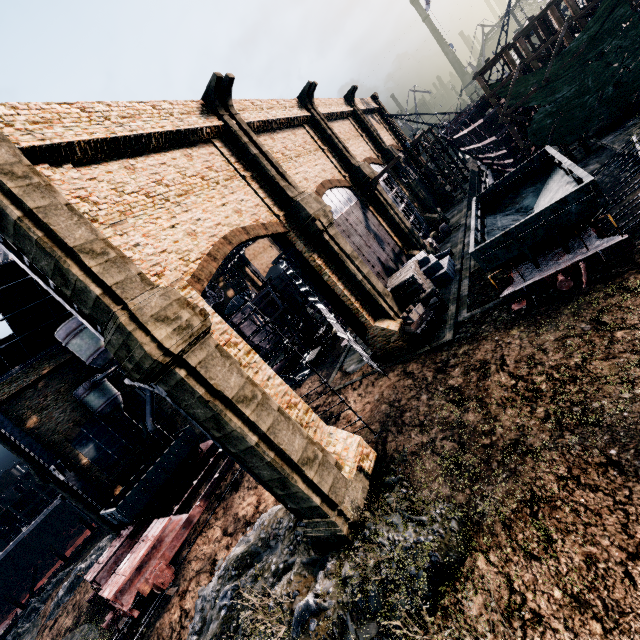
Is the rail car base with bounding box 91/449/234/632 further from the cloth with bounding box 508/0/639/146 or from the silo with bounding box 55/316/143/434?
the cloth with bounding box 508/0/639/146

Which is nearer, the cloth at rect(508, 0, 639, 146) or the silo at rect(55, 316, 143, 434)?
the cloth at rect(508, 0, 639, 146)

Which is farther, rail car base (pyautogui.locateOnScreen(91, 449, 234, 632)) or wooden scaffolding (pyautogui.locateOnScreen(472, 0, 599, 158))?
wooden scaffolding (pyautogui.locateOnScreen(472, 0, 599, 158))

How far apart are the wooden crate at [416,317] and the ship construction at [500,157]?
25.3 meters

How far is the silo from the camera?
28.98m

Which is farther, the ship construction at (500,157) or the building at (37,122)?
the ship construction at (500,157)

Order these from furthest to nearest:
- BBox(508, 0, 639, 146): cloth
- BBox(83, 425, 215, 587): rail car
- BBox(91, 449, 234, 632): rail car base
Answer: BBox(83, 425, 215, 587): rail car
BBox(508, 0, 639, 146): cloth
BBox(91, 449, 234, 632): rail car base

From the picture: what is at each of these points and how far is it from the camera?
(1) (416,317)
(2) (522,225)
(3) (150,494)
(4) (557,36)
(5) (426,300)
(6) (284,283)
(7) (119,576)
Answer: (1) wooden crate, 19.38m
(2) rail car, 13.99m
(3) rail car, 25.69m
(4) wooden scaffolding, 22.69m
(5) wooden chest, 20.75m
(6) ship construction, 33.28m
(7) rail car base, 17.91m
